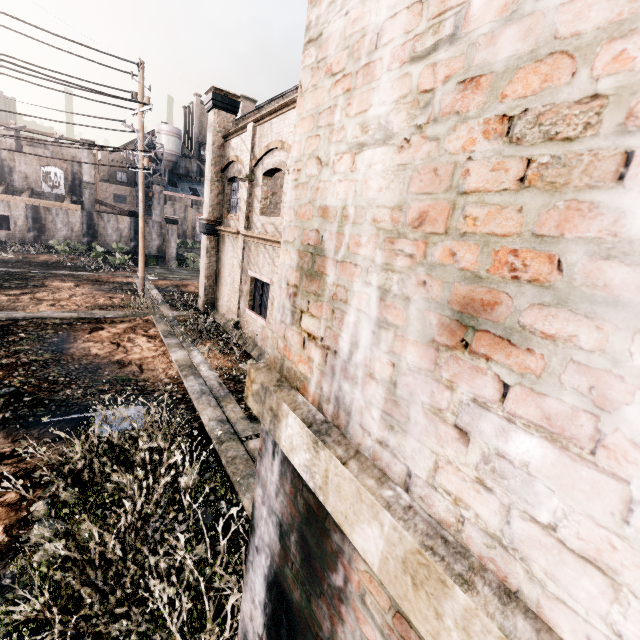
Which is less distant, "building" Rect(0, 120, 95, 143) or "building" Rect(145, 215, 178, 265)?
"building" Rect(0, 120, 95, 143)

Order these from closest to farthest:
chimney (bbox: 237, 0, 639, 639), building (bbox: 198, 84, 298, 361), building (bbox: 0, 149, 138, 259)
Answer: chimney (bbox: 237, 0, 639, 639), building (bbox: 198, 84, 298, 361), building (bbox: 0, 149, 138, 259)

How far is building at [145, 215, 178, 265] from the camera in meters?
38.7

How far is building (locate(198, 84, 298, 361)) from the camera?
12.07m

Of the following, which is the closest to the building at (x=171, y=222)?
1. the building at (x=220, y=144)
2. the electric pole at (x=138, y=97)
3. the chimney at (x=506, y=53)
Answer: the building at (x=220, y=144)

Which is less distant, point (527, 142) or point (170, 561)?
point (527, 142)

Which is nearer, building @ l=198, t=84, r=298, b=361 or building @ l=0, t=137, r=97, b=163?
building @ l=198, t=84, r=298, b=361
